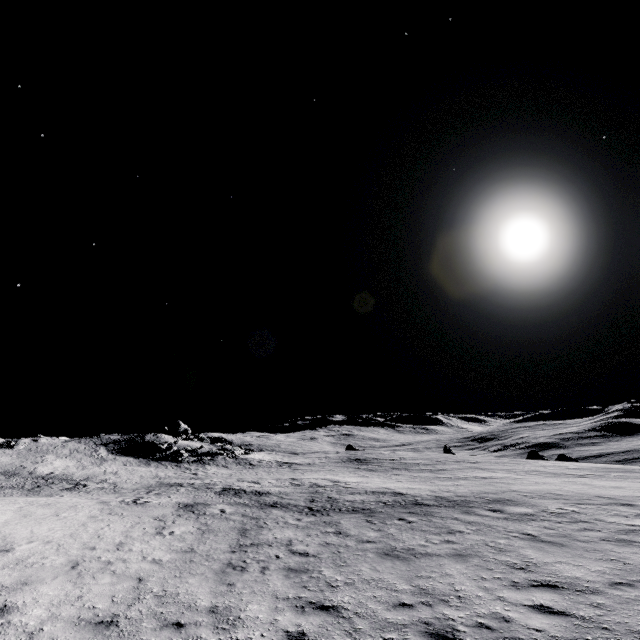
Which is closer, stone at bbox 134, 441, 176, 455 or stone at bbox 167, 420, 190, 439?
stone at bbox 134, 441, 176, 455

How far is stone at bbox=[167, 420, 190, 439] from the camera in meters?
52.4

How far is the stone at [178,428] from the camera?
52.4m

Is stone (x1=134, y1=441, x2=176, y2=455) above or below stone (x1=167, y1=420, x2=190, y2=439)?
below

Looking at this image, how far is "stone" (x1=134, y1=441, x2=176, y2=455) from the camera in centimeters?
3941cm

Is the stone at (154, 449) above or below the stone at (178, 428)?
below

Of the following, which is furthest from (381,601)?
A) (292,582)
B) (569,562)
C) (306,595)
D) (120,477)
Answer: (120,477)
